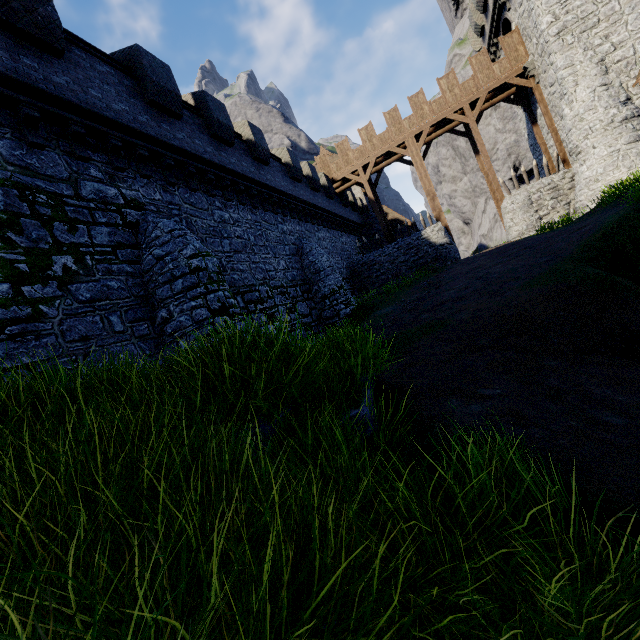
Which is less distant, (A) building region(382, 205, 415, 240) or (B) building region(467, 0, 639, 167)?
(B) building region(467, 0, 639, 167)

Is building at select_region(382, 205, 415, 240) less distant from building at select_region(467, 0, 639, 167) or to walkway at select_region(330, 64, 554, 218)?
walkway at select_region(330, 64, 554, 218)

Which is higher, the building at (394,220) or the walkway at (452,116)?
the walkway at (452,116)

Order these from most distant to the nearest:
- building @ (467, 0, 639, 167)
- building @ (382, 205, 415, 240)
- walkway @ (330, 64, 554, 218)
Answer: building @ (382, 205, 415, 240) < walkway @ (330, 64, 554, 218) < building @ (467, 0, 639, 167)

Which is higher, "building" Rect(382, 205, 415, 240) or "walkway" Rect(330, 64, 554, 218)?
"walkway" Rect(330, 64, 554, 218)

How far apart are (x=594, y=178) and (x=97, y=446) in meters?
23.7 m

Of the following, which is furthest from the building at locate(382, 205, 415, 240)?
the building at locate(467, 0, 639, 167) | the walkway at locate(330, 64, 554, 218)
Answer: the building at locate(467, 0, 639, 167)

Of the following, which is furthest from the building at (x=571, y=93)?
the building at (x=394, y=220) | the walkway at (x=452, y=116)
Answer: the building at (x=394, y=220)
